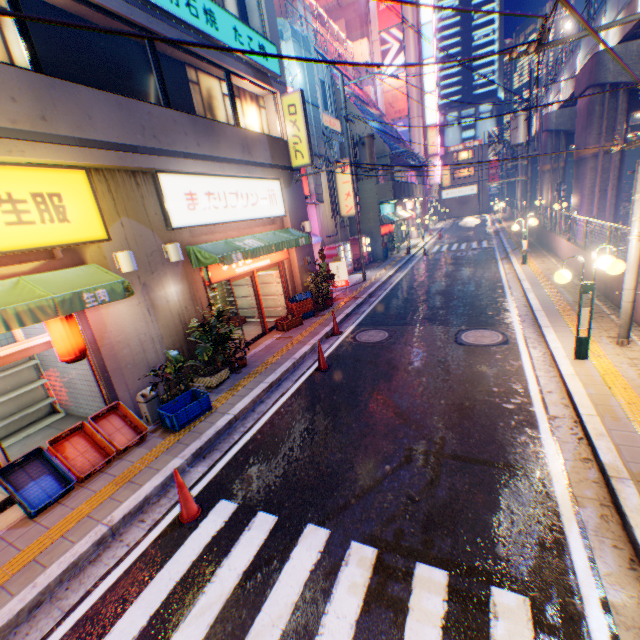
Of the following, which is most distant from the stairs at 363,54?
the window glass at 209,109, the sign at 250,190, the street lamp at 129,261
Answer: the street lamp at 129,261

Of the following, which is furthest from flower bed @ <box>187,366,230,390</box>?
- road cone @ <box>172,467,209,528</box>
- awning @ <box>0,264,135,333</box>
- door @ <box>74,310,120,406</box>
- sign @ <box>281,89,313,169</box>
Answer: sign @ <box>281,89,313,169</box>

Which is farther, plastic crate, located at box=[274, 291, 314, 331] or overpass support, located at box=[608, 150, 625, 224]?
→ overpass support, located at box=[608, 150, 625, 224]

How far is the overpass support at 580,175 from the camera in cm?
1733

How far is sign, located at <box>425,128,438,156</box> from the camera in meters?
39.9

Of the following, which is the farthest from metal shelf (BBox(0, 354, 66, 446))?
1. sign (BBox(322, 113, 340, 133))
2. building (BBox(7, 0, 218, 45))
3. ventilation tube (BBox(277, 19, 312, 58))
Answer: sign (BBox(322, 113, 340, 133))

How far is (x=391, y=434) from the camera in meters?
5.8

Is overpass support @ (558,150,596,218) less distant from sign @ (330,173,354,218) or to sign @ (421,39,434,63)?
sign @ (421,39,434,63)
